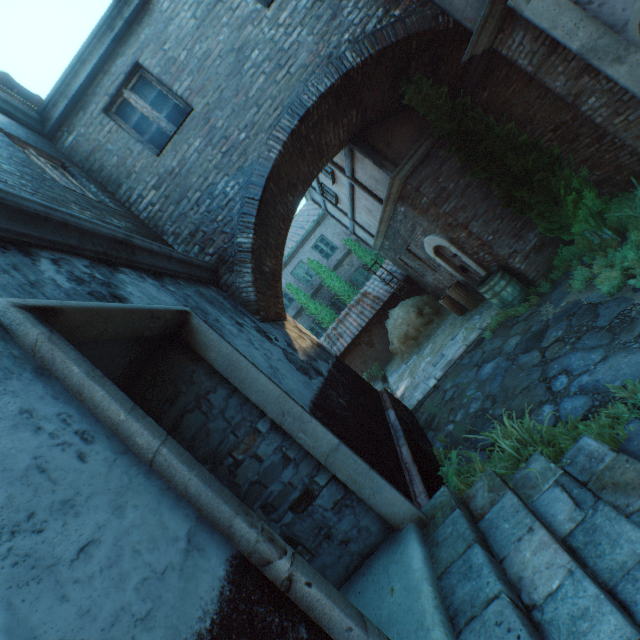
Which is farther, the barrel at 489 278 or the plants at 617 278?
the barrel at 489 278

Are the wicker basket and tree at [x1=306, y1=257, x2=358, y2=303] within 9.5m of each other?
yes

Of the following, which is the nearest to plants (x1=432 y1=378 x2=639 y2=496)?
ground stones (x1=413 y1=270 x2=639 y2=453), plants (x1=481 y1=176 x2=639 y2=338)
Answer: ground stones (x1=413 y1=270 x2=639 y2=453)

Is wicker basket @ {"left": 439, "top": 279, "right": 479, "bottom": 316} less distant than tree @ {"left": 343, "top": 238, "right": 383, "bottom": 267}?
Yes

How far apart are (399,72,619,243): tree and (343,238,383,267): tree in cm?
1137

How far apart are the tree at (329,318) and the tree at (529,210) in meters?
12.2 m

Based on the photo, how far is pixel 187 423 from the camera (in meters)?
3.19

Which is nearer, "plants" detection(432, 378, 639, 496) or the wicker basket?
"plants" detection(432, 378, 639, 496)
